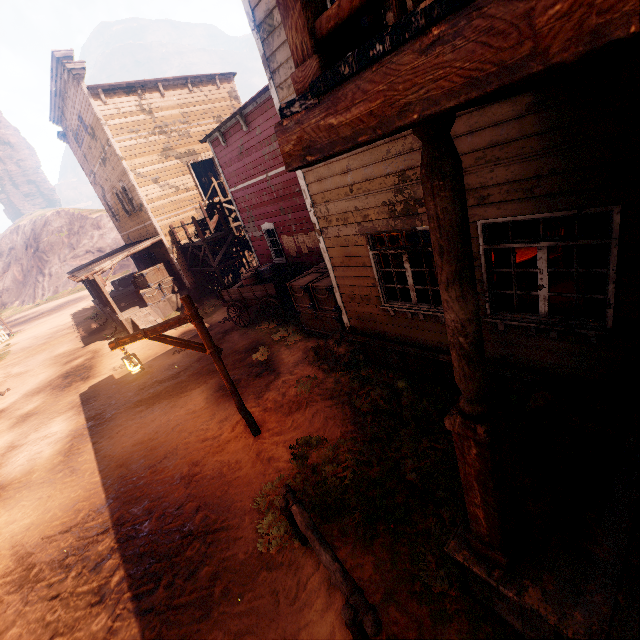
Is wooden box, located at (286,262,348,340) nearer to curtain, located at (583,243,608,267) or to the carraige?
the carraige

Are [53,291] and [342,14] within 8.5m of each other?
no

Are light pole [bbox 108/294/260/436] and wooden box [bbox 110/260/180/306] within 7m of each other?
no

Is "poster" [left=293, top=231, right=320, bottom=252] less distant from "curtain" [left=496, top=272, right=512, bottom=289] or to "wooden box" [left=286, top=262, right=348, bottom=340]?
"wooden box" [left=286, top=262, right=348, bottom=340]

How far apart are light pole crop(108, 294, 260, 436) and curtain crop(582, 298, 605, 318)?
5.69m

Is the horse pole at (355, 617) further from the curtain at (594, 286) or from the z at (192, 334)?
the curtain at (594, 286)

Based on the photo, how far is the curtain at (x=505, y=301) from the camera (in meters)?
4.66

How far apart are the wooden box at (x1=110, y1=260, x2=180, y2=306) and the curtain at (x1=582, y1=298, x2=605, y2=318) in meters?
18.5 m
